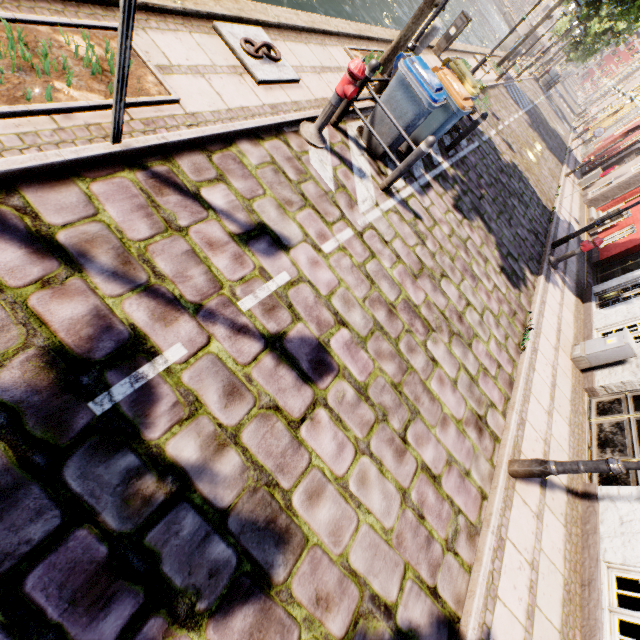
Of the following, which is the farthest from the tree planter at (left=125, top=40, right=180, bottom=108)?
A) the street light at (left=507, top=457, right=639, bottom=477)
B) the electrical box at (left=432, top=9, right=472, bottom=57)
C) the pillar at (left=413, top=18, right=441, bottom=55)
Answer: the electrical box at (left=432, top=9, right=472, bottom=57)

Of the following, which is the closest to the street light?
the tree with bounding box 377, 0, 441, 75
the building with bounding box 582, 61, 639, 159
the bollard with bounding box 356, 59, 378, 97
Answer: the building with bounding box 582, 61, 639, 159

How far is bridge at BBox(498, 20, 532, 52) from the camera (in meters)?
38.62

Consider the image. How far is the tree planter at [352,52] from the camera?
6.85m

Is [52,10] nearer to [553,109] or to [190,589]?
[190,589]

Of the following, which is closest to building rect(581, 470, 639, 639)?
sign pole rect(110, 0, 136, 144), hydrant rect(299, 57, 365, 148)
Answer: hydrant rect(299, 57, 365, 148)

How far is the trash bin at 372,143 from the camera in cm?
584

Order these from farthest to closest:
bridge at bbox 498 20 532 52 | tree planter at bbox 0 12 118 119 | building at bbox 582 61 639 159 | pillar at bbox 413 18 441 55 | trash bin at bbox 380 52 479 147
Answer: bridge at bbox 498 20 532 52
building at bbox 582 61 639 159
pillar at bbox 413 18 441 55
trash bin at bbox 380 52 479 147
tree planter at bbox 0 12 118 119
